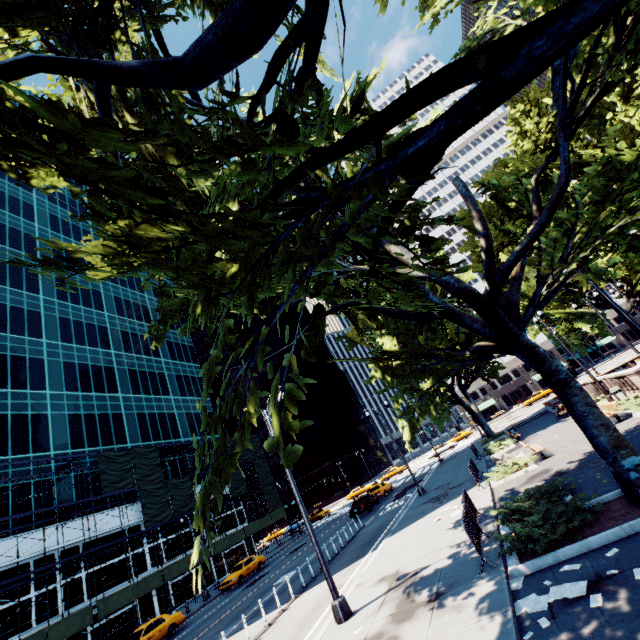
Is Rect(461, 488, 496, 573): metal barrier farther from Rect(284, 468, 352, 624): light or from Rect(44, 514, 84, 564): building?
Rect(44, 514, 84, 564): building

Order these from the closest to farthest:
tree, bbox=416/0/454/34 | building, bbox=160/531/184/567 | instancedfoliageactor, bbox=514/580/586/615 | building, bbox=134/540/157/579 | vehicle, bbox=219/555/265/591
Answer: instancedfoliageactor, bbox=514/580/586/615
tree, bbox=416/0/454/34
vehicle, bbox=219/555/265/591
building, bbox=134/540/157/579
building, bbox=160/531/184/567

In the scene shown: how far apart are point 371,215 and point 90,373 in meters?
41.0 m

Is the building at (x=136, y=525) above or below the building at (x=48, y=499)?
below

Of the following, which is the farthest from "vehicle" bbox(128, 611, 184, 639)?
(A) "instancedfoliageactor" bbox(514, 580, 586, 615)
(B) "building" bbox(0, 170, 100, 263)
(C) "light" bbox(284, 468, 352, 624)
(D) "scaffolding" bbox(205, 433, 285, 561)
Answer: (A) "instancedfoliageactor" bbox(514, 580, 586, 615)

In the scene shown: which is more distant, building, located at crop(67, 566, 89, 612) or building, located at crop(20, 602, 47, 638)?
building, located at crop(67, 566, 89, 612)

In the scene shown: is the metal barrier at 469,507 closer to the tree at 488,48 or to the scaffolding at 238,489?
the tree at 488,48

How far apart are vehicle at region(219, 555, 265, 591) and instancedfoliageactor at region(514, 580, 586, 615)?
29.6 meters
